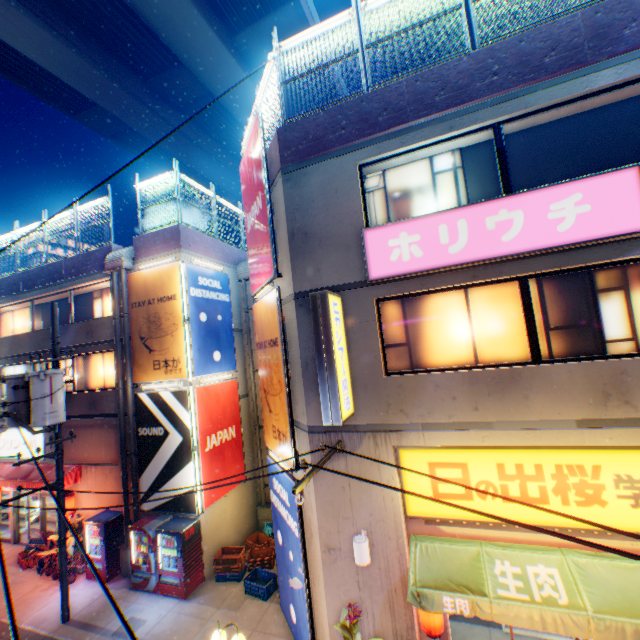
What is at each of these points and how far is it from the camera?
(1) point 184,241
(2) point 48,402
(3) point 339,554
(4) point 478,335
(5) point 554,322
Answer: (1) concrete block, 12.3m
(2) electric pole, 9.4m
(3) building, 6.7m
(4) window glass, 6.5m
(5) window glass, 6.1m

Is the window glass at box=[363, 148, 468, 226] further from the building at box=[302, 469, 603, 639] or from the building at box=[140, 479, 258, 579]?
the building at box=[140, 479, 258, 579]

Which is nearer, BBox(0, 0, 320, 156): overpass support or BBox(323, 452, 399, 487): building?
BBox(323, 452, 399, 487): building

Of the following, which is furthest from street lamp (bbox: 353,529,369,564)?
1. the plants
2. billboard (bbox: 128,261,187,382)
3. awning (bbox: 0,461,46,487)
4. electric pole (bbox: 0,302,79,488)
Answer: awning (bbox: 0,461,46,487)

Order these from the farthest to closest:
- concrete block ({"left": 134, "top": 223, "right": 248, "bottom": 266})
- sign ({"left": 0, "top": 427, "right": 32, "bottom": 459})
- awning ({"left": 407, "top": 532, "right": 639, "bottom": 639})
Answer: sign ({"left": 0, "top": 427, "right": 32, "bottom": 459})
concrete block ({"left": 134, "top": 223, "right": 248, "bottom": 266})
awning ({"left": 407, "top": 532, "right": 639, "bottom": 639})

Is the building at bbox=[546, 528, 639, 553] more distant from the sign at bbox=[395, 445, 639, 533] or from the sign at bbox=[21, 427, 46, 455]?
the sign at bbox=[21, 427, 46, 455]

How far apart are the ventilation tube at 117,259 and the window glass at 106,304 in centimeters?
111cm

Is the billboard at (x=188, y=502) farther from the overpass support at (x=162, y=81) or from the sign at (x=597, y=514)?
the overpass support at (x=162, y=81)
